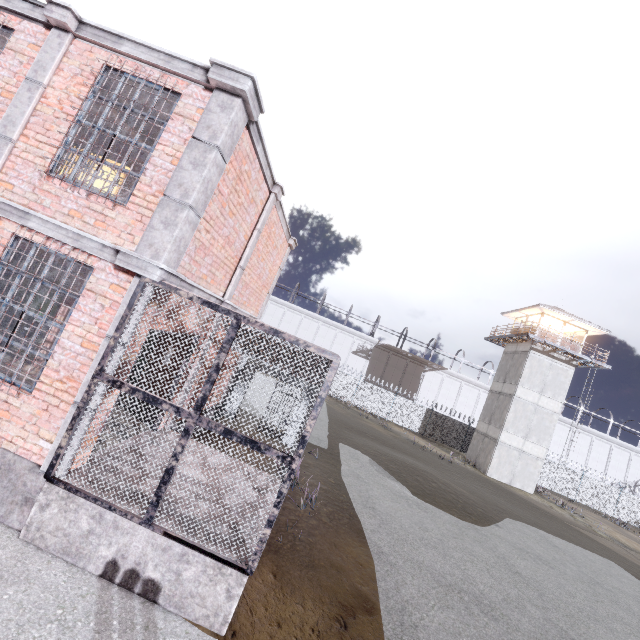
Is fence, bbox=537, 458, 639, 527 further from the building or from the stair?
the stair

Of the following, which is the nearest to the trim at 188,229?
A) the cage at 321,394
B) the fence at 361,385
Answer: the cage at 321,394

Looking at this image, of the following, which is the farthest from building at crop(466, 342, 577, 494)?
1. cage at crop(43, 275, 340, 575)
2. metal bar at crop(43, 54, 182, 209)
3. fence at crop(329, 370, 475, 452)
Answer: metal bar at crop(43, 54, 182, 209)

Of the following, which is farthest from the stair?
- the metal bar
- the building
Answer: the building

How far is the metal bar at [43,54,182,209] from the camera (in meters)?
4.80

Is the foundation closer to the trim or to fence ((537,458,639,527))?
the trim

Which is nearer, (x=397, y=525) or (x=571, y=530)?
(x=397, y=525)

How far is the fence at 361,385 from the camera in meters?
32.6
